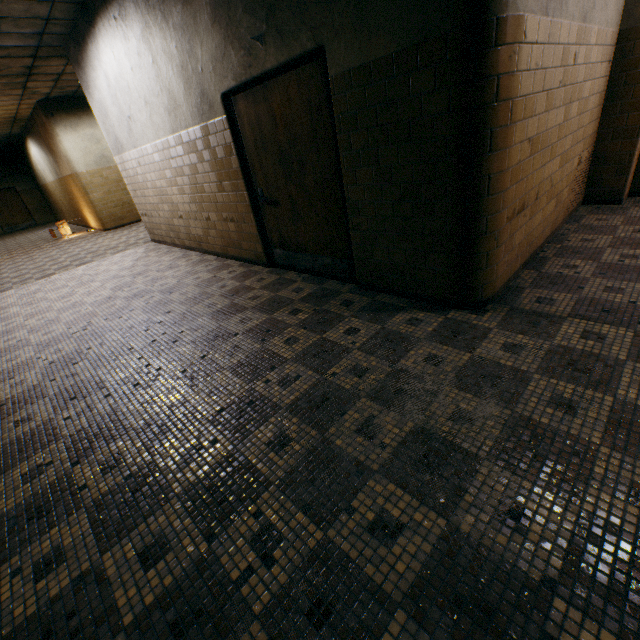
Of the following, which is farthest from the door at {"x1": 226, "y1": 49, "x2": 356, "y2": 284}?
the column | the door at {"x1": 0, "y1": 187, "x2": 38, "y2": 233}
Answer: the door at {"x1": 0, "y1": 187, "x2": 38, "y2": 233}

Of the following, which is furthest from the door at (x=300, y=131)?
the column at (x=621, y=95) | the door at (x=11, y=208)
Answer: the door at (x=11, y=208)

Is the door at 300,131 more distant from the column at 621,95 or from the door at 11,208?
the door at 11,208

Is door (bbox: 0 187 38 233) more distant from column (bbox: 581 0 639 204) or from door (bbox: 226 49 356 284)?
→ column (bbox: 581 0 639 204)

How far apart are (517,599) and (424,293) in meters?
2.3 m

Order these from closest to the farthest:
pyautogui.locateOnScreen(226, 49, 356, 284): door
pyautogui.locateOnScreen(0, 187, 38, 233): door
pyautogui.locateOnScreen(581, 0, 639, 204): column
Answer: pyautogui.locateOnScreen(226, 49, 356, 284): door < pyautogui.locateOnScreen(581, 0, 639, 204): column < pyautogui.locateOnScreen(0, 187, 38, 233): door

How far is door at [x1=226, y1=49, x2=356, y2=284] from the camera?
3.0 meters
